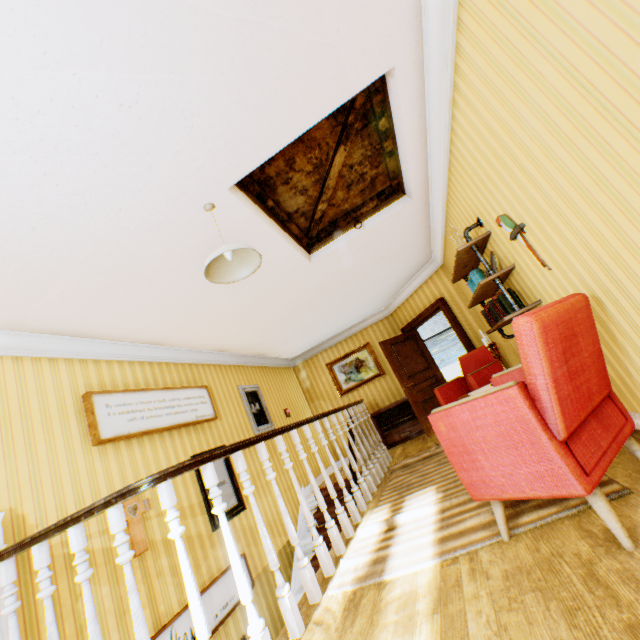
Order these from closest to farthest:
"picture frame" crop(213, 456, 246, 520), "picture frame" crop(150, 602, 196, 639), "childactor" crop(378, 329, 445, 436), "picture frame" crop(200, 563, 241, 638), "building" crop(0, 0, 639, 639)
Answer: "building" crop(0, 0, 639, 639)
"picture frame" crop(150, 602, 196, 639)
"picture frame" crop(200, 563, 241, 638)
"picture frame" crop(213, 456, 246, 520)
"childactor" crop(378, 329, 445, 436)

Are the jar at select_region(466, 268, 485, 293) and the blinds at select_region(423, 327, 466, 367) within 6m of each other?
no

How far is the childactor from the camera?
6.9m

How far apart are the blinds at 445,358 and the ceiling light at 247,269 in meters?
10.2 m

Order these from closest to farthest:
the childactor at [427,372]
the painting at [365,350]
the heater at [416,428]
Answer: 1. the childactor at [427,372]
2. the heater at [416,428]
3. the painting at [365,350]

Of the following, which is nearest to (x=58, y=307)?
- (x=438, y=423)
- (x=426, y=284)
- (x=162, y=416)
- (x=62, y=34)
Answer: (x=162, y=416)

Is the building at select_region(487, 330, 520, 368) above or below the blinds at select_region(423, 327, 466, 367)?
below

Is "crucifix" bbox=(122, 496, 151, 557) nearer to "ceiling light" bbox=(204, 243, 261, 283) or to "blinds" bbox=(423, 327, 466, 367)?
"ceiling light" bbox=(204, 243, 261, 283)
